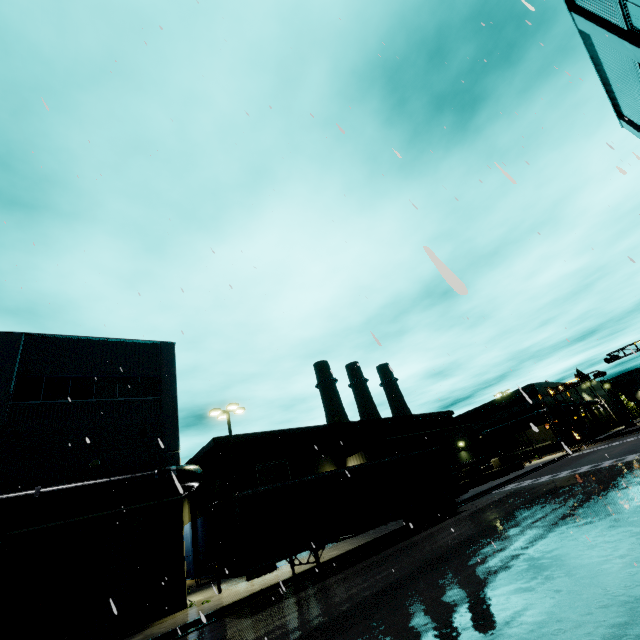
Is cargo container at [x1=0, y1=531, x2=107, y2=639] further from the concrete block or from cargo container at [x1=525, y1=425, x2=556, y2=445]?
cargo container at [x1=525, y1=425, x2=556, y2=445]

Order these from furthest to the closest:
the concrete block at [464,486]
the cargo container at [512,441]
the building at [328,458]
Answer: the cargo container at [512,441] → the building at [328,458] → the concrete block at [464,486]

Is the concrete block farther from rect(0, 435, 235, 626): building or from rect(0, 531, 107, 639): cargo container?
rect(0, 531, 107, 639): cargo container

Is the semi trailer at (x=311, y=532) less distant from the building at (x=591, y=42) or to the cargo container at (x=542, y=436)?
the building at (x=591, y=42)

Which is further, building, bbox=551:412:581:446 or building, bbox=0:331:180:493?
building, bbox=551:412:581:446

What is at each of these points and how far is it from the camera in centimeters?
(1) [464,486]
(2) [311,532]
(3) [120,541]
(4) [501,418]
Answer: (1) concrete block, 2962cm
(2) semi trailer, 1426cm
(3) roll-up door, 1588cm
(4) building, 5919cm

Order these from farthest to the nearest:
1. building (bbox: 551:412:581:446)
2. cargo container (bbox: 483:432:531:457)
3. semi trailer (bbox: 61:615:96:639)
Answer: cargo container (bbox: 483:432:531:457), building (bbox: 551:412:581:446), semi trailer (bbox: 61:615:96:639)

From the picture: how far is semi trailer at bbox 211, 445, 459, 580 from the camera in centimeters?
1295cm
